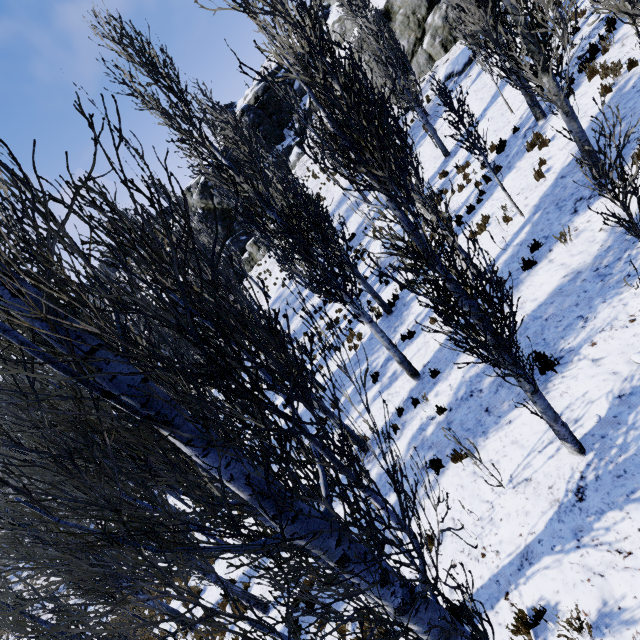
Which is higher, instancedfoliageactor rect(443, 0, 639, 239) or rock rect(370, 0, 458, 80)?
rock rect(370, 0, 458, 80)

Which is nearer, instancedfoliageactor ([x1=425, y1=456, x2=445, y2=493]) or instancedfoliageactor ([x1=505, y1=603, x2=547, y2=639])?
instancedfoliageactor ([x1=425, y1=456, x2=445, y2=493])

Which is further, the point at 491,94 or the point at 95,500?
the point at 491,94

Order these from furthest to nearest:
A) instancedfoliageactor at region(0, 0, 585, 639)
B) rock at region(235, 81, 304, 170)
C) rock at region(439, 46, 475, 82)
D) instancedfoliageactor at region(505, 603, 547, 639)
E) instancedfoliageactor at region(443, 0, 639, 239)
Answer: rock at region(235, 81, 304, 170)
rock at region(439, 46, 475, 82)
instancedfoliageactor at region(443, 0, 639, 239)
instancedfoliageactor at region(505, 603, 547, 639)
instancedfoliageactor at region(0, 0, 585, 639)

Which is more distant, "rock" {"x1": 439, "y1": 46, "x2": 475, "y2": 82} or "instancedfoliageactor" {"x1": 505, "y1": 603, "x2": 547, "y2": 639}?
"rock" {"x1": 439, "y1": 46, "x2": 475, "y2": 82}

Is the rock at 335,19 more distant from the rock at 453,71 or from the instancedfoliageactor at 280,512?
the instancedfoliageactor at 280,512

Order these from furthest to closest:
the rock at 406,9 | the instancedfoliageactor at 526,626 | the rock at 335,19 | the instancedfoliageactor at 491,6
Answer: the rock at 335,19 < the rock at 406,9 < the instancedfoliageactor at 491,6 < the instancedfoliageactor at 526,626

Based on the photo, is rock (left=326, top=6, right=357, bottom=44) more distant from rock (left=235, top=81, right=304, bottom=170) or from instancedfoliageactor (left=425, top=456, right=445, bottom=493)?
instancedfoliageactor (left=425, top=456, right=445, bottom=493)
